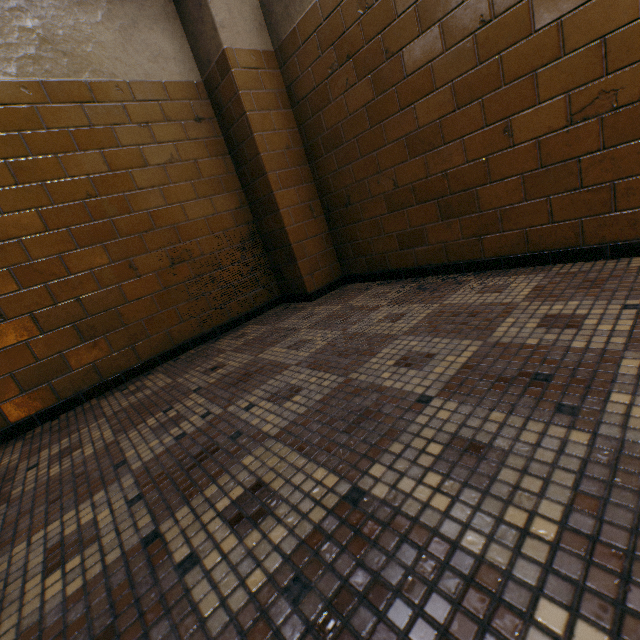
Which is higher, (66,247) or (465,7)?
(465,7)
